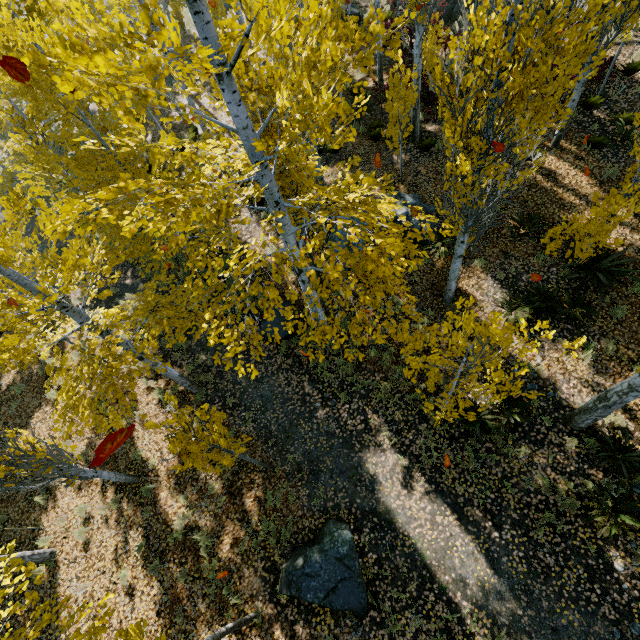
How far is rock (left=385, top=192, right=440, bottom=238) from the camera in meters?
9.8 m

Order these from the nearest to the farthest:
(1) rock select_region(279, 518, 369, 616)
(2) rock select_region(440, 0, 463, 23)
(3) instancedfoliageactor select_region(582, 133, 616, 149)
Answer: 1. (1) rock select_region(279, 518, 369, 616)
2. (3) instancedfoliageactor select_region(582, 133, 616, 149)
3. (2) rock select_region(440, 0, 463, 23)

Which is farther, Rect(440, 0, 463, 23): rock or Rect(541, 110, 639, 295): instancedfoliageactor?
Rect(440, 0, 463, 23): rock

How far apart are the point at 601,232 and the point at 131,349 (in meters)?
10.24

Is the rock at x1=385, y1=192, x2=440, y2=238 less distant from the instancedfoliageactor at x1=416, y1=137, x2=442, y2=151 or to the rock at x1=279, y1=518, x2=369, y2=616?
the instancedfoliageactor at x1=416, y1=137, x2=442, y2=151

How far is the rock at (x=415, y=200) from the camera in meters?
9.8 m

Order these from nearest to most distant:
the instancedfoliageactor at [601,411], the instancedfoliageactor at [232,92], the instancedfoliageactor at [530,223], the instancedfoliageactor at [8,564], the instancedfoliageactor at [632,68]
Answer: the instancedfoliageactor at [232,92] → the instancedfoliageactor at [8,564] → the instancedfoliageactor at [601,411] → the instancedfoliageactor at [530,223] → the instancedfoliageactor at [632,68]
